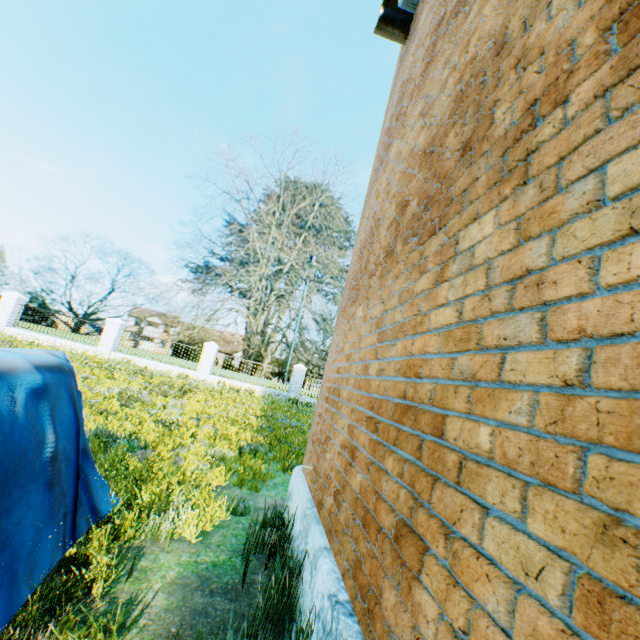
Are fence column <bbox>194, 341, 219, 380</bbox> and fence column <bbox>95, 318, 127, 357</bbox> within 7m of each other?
yes

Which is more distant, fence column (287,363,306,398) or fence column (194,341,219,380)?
fence column (287,363,306,398)

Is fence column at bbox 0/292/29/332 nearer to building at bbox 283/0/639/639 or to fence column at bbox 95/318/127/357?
fence column at bbox 95/318/127/357

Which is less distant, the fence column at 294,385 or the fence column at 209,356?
the fence column at 209,356

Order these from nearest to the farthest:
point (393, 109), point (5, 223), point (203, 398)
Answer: point (393, 109) → point (203, 398) → point (5, 223)

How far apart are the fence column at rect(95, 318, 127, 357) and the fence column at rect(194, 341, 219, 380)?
4.7 meters

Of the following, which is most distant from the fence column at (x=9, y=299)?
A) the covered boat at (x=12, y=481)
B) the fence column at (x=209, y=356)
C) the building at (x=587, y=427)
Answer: the building at (x=587, y=427)

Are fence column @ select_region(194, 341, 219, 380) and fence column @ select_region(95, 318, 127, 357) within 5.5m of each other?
yes
